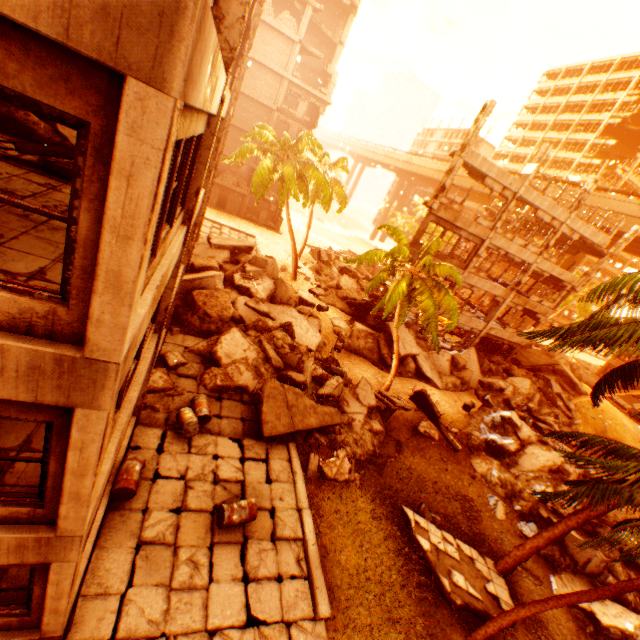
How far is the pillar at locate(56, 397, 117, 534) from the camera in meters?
3.4 m

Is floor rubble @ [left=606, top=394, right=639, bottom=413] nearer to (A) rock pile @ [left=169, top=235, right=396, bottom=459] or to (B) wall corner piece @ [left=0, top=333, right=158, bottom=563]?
(A) rock pile @ [left=169, top=235, right=396, bottom=459]

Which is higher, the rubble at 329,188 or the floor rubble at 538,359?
the rubble at 329,188

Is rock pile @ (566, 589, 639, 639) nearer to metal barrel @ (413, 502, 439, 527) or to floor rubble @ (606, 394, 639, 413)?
metal barrel @ (413, 502, 439, 527)

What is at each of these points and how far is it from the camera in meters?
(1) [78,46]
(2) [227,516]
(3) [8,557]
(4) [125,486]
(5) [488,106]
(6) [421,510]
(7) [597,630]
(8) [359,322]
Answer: (1) wall corner piece, 1.9 m
(2) metal barrel, 8.0 m
(3) wall corner piece, 4.2 m
(4) metal barrel, 7.6 m
(5) pillar, 17.1 m
(6) metal barrel, 12.2 m
(7) rock pile, 10.8 m
(8) rock pile, 24.9 m

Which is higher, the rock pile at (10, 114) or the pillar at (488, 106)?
the pillar at (488, 106)

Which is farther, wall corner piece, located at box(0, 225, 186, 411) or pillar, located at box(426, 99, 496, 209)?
pillar, located at box(426, 99, 496, 209)

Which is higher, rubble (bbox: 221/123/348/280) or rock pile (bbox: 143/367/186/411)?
rubble (bbox: 221/123/348/280)
